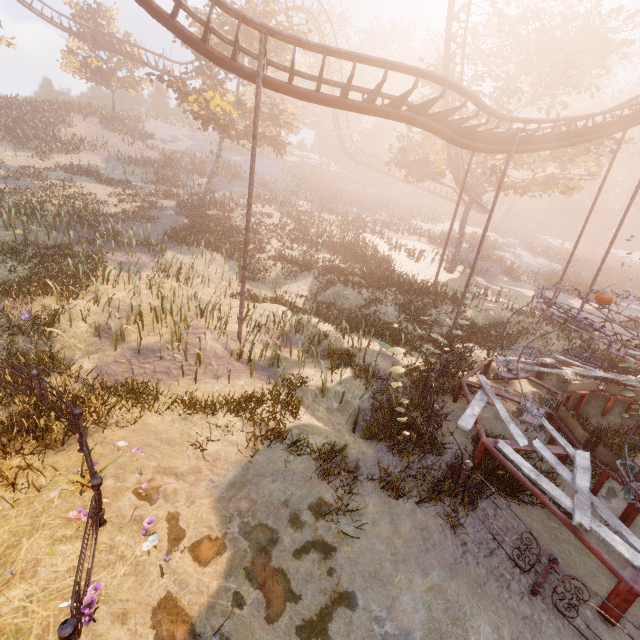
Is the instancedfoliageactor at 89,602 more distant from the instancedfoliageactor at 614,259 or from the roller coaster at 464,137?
the instancedfoliageactor at 614,259

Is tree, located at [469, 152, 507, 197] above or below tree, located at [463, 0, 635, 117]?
below

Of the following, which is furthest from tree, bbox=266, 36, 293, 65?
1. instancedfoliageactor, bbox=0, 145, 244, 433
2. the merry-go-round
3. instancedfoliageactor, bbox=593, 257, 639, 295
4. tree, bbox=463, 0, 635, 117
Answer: instancedfoliageactor, bbox=593, 257, 639, 295

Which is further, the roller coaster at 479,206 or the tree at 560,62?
the roller coaster at 479,206

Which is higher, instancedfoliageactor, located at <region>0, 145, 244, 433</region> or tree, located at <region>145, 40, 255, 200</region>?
tree, located at <region>145, 40, 255, 200</region>

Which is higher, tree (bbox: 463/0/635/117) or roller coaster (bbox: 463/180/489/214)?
tree (bbox: 463/0/635/117)

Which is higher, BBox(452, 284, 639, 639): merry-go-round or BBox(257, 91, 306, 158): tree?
BBox(257, 91, 306, 158): tree

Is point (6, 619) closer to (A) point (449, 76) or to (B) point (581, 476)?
(B) point (581, 476)
